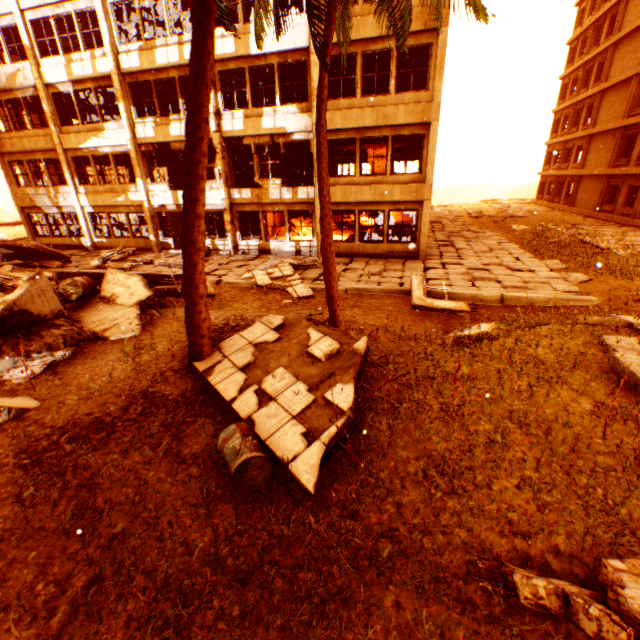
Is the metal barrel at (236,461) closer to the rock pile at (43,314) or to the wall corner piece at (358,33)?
the rock pile at (43,314)

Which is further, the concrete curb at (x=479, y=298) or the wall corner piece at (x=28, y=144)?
the wall corner piece at (x=28, y=144)

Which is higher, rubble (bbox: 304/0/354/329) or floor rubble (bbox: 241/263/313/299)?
rubble (bbox: 304/0/354/329)

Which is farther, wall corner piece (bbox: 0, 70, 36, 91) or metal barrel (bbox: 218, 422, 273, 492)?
wall corner piece (bbox: 0, 70, 36, 91)

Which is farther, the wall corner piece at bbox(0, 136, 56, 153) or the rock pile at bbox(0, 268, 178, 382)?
the wall corner piece at bbox(0, 136, 56, 153)

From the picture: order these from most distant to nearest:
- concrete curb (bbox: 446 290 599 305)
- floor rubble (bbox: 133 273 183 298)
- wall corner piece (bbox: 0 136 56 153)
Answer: wall corner piece (bbox: 0 136 56 153), floor rubble (bbox: 133 273 183 298), concrete curb (bbox: 446 290 599 305)

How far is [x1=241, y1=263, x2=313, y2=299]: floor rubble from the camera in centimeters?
1110cm

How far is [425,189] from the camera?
14.1m
